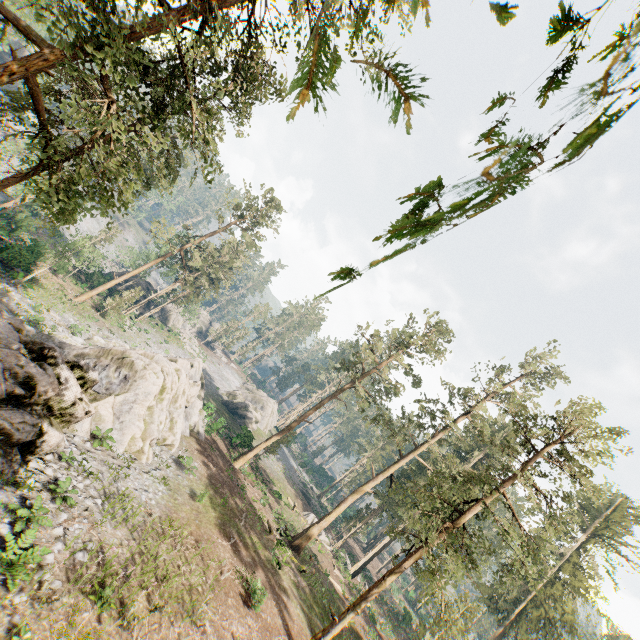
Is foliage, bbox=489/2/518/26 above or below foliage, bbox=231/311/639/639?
below

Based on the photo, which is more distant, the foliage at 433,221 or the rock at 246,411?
the rock at 246,411

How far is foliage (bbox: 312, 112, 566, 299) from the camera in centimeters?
45cm

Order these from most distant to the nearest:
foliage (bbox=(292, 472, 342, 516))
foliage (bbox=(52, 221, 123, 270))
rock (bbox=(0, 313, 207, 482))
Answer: foliage (bbox=(292, 472, 342, 516))
foliage (bbox=(52, 221, 123, 270))
rock (bbox=(0, 313, 207, 482))

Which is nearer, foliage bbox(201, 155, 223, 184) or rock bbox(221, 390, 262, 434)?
foliage bbox(201, 155, 223, 184)

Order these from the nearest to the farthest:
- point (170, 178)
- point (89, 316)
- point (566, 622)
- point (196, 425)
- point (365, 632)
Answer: point (170, 178) < point (365, 632) < point (196, 425) < point (566, 622) < point (89, 316)

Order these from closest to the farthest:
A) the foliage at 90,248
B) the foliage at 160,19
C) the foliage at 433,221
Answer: the foliage at 433,221
the foliage at 160,19
the foliage at 90,248
